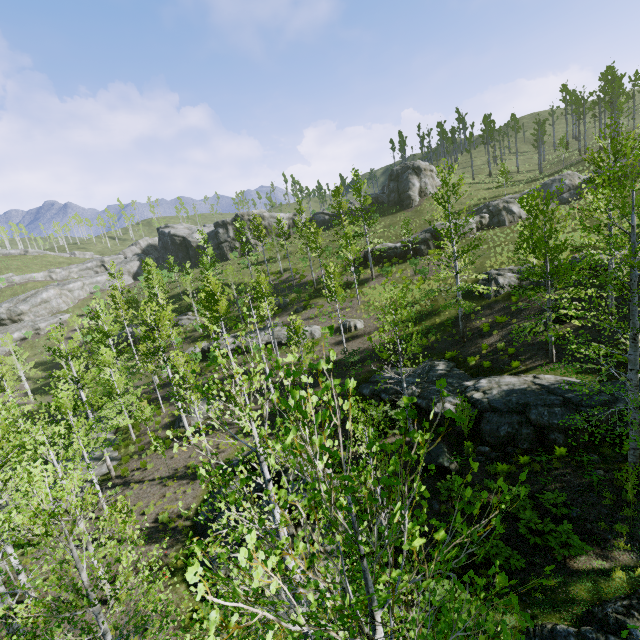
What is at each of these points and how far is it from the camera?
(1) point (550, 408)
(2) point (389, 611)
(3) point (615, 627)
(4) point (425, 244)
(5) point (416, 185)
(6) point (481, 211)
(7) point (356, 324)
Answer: (1) rock, 13.8 meters
(2) instancedfoliageactor, 3.6 meters
(3) rock, 7.2 meters
(4) rock, 35.6 meters
(5) rock, 48.0 meters
(6) rock, 37.7 meters
(7) rock, 29.1 meters

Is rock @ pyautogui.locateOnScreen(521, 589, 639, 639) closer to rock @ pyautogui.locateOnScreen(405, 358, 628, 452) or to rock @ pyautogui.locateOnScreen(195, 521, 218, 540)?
rock @ pyautogui.locateOnScreen(195, 521, 218, 540)

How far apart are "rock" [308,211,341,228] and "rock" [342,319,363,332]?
29.64m

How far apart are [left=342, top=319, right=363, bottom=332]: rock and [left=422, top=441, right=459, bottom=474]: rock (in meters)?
14.49

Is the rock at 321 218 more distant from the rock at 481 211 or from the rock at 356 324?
the rock at 356 324

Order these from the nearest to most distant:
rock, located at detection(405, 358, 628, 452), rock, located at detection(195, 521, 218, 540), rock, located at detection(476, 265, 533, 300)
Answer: rock, located at detection(405, 358, 628, 452), rock, located at detection(195, 521, 218, 540), rock, located at detection(476, 265, 533, 300)

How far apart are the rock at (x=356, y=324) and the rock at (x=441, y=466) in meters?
14.5

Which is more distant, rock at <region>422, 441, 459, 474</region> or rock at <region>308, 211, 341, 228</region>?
rock at <region>308, 211, 341, 228</region>
